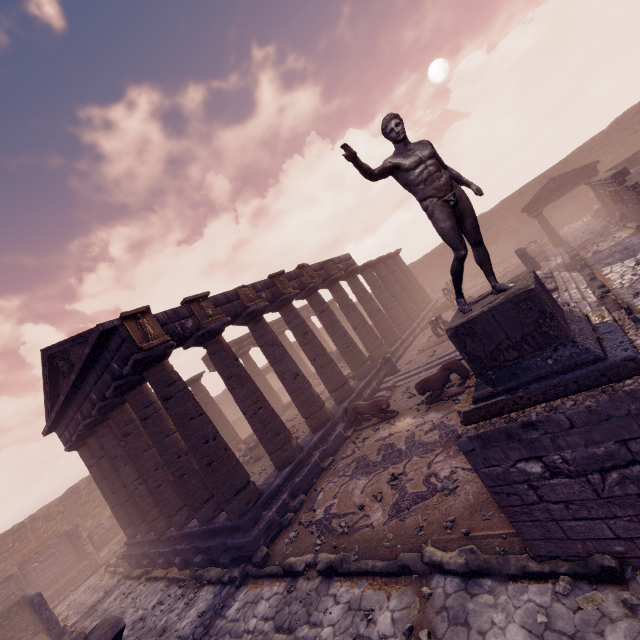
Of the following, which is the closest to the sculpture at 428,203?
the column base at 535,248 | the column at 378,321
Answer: the column at 378,321

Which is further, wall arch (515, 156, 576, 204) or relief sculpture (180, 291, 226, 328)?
wall arch (515, 156, 576, 204)

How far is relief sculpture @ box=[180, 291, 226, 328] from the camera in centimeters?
1085cm

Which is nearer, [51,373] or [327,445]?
[327,445]

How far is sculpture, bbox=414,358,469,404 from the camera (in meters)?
9.68

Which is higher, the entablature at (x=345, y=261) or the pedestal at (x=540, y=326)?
the entablature at (x=345, y=261)

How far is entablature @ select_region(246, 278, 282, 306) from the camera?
13.5m

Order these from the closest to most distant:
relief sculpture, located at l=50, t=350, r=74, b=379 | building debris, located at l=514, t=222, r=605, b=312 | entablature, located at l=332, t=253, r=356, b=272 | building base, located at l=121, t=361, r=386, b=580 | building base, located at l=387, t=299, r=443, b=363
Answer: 1. building base, located at l=121, t=361, r=386, b=580
2. building debris, located at l=514, t=222, r=605, b=312
3. relief sculpture, located at l=50, t=350, r=74, b=379
4. building base, located at l=387, t=299, r=443, b=363
5. entablature, located at l=332, t=253, r=356, b=272
